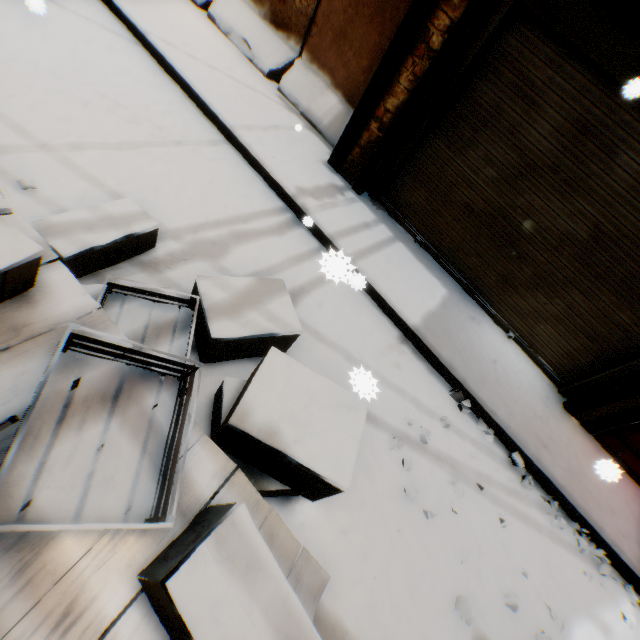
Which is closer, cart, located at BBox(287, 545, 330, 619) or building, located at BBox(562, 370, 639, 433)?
cart, located at BBox(287, 545, 330, 619)

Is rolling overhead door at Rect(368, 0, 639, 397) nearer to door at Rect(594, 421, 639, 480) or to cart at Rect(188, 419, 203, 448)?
door at Rect(594, 421, 639, 480)

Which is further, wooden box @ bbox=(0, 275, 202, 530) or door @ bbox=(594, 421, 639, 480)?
door @ bbox=(594, 421, 639, 480)

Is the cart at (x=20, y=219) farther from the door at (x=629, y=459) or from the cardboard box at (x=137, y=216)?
the door at (x=629, y=459)

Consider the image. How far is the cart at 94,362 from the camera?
1.31m

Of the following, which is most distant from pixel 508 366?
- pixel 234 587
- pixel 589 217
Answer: pixel 234 587

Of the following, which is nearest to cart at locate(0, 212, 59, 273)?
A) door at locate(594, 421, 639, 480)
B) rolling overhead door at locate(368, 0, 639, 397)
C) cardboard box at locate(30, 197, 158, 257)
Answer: cardboard box at locate(30, 197, 158, 257)

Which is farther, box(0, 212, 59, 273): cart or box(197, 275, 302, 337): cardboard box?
box(197, 275, 302, 337): cardboard box
